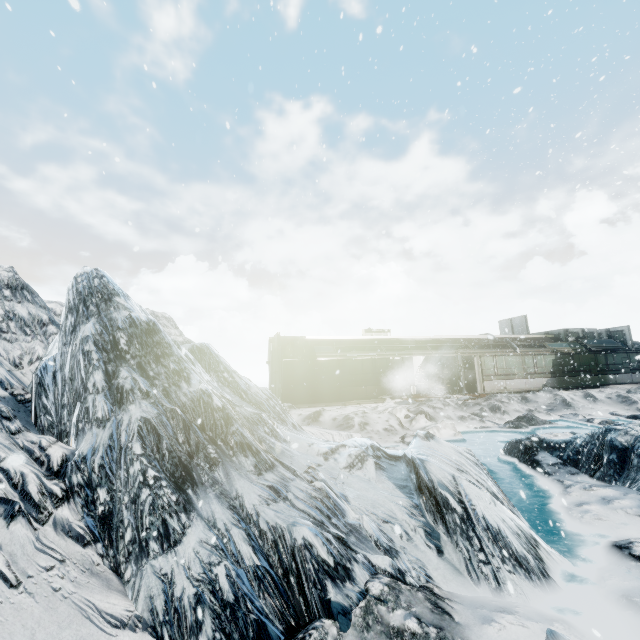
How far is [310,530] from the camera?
3.8m
